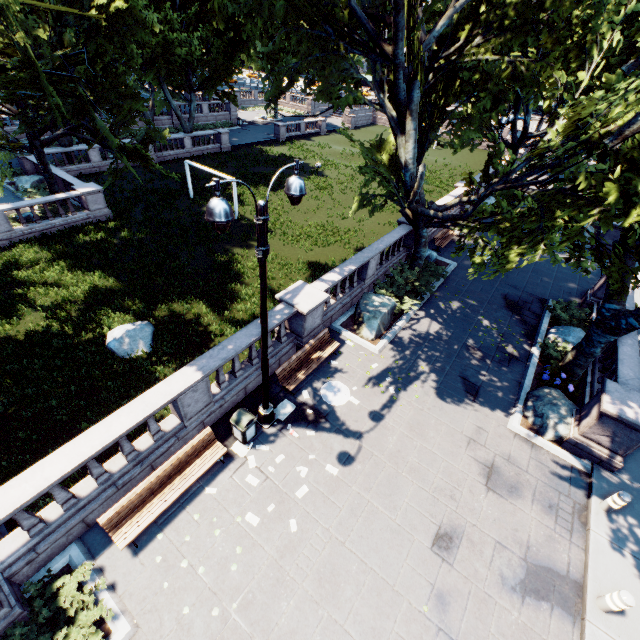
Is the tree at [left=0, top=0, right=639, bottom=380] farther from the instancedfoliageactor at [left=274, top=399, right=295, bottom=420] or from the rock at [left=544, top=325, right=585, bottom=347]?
the instancedfoliageactor at [left=274, top=399, right=295, bottom=420]

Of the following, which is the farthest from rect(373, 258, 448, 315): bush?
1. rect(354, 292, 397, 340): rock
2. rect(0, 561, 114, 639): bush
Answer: rect(0, 561, 114, 639): bush

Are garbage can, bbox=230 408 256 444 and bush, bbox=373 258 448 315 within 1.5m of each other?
no

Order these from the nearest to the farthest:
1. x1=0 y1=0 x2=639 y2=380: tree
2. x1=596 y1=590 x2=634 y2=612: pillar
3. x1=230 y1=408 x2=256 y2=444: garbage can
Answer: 1. x1=596 y1=590 x2=634 y2=612: pillar
2. x1=0 y1=0 x2=639 y2=380: tree
3. x1=230 y1=408 x2=256 y2=444: garbage can

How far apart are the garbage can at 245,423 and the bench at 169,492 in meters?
0.5

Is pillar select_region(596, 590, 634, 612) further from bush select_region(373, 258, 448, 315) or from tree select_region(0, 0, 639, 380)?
bush select_region(373, 258, 448, 315)

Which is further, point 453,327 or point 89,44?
point 89,44

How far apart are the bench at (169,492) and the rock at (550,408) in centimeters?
1004cm
